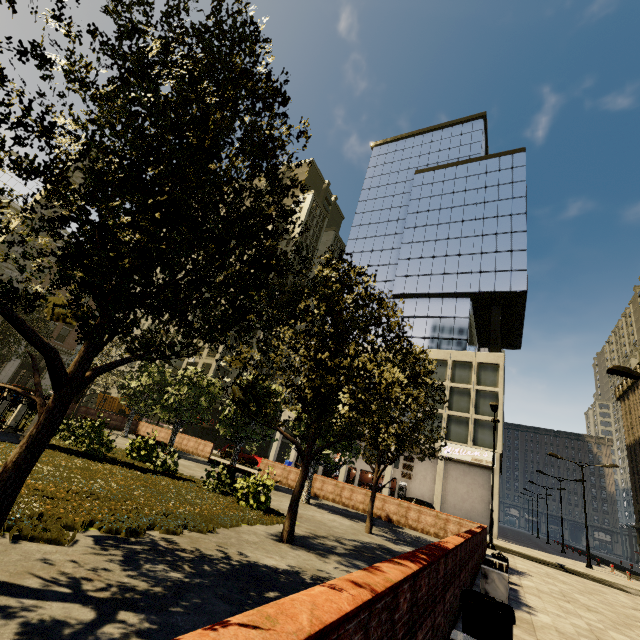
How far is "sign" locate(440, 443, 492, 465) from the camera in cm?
2994

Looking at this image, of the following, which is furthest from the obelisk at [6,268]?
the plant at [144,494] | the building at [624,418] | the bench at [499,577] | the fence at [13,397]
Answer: the building at [624,418]

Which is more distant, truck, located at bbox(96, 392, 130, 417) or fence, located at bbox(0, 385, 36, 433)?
truck, located at bbox(96, 392, 130, 417)

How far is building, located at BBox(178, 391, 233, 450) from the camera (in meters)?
46.67

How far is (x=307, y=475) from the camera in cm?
818

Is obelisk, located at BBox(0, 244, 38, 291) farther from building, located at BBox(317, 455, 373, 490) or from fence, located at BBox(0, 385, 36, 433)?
building, located at BBox(317, 455, 373, 490)

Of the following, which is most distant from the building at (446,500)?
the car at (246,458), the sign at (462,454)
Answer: the car at (246,458)

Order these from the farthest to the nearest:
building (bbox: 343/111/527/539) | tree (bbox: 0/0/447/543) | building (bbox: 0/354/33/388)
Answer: building (bbox: 0/354/33/388)
building (bbox: 343/111/527/539)
tree (bbox: 0/0/447/543)
